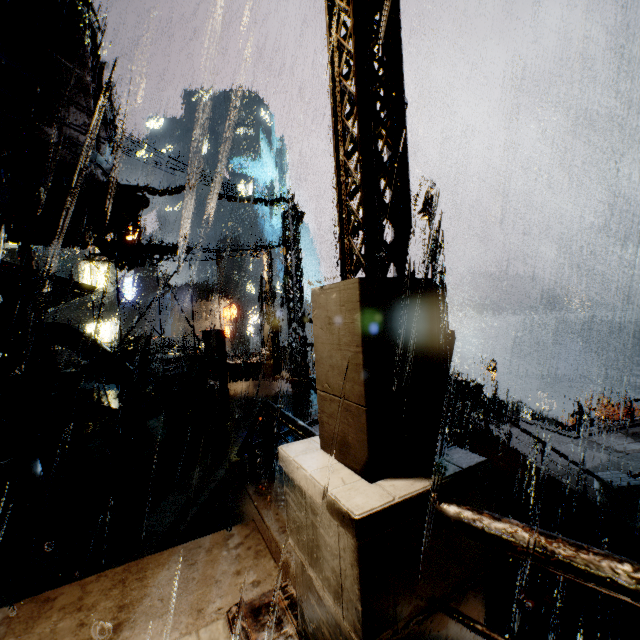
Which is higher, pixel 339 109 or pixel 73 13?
pixel 73 13

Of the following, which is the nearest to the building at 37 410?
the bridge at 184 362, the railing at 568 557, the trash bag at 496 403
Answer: the bridge at 184 362

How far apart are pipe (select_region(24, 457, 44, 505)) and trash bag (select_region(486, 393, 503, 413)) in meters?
21.5

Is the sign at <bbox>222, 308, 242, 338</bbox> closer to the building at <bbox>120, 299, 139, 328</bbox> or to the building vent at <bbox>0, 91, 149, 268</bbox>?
the building at <bbox>120, 299, 139, 328</bbox>

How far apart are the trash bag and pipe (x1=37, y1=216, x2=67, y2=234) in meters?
23.7 m

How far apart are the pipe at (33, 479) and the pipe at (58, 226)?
6.8m

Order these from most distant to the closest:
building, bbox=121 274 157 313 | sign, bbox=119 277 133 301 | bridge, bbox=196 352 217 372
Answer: building, bbox=121 274 157 313, sign, bbox=119 277 133 301, bridge, bbox=196 352 217 372

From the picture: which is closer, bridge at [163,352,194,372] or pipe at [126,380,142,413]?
pipe at [126,380,142,413]
